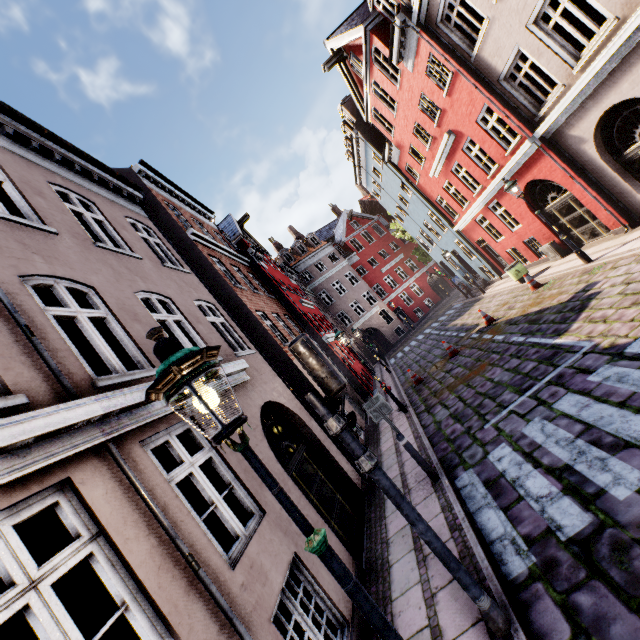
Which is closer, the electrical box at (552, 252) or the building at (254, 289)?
the building at (254, 289)

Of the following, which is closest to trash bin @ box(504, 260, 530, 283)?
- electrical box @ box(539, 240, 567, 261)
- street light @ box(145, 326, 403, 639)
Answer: electrical box @ box(539, 240, 567, 261)

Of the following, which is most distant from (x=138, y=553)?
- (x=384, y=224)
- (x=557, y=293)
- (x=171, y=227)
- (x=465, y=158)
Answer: (x=384, y=224)

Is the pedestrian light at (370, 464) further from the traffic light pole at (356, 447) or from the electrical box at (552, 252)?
the electrical box at (552, 252)

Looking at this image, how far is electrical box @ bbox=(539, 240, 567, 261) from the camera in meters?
13.6

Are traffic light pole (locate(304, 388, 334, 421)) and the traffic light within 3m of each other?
yes

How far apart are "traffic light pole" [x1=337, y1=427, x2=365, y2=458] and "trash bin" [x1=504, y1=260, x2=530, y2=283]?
14.72m

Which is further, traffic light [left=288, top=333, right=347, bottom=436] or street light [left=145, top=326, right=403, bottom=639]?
traffic light [left=288, top=333, right=347, bottom=436]
